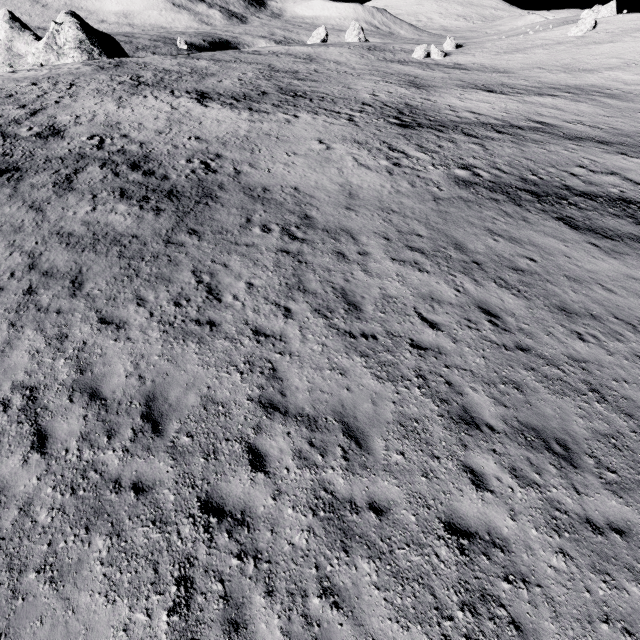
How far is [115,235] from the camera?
11.6 meters
